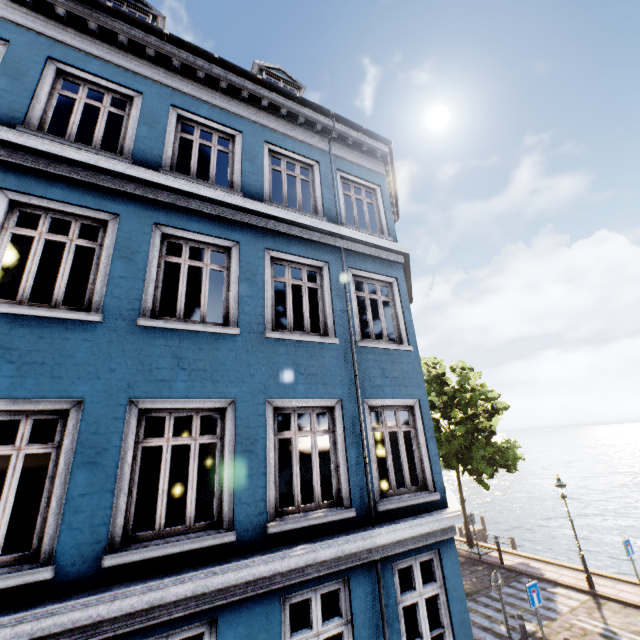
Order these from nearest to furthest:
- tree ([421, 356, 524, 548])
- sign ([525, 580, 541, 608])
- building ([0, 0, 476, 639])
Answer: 1. building ([0, 0, 476, 639])
2. sign ([525, 580, 541, 608])
3. tree ([421, 356, 524, 548])

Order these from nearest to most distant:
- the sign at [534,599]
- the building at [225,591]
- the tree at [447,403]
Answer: the building at [225,591]
the sign at [534,599]
the tree at [447,403]

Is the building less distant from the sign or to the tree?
the sign

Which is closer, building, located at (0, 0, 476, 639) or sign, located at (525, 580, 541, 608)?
building, located at (0, 0, 476, 639)

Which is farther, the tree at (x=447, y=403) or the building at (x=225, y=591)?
the tree at (x=447, y=403)

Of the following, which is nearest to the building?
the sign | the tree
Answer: the sign

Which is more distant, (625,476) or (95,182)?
(625,476)
